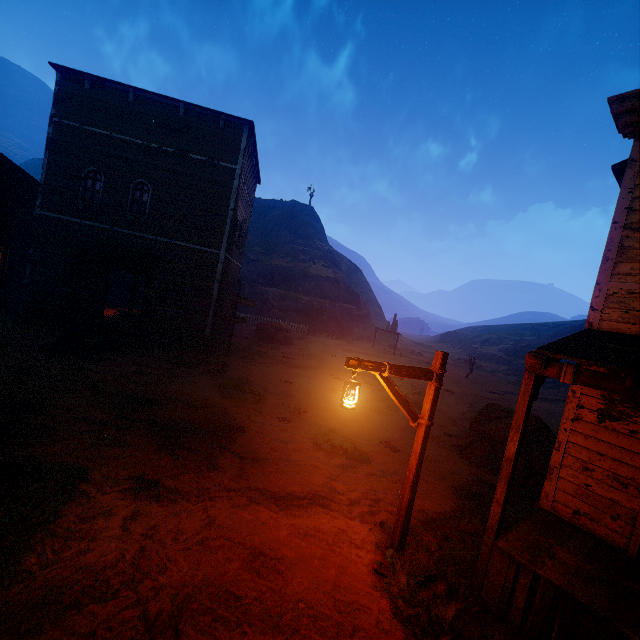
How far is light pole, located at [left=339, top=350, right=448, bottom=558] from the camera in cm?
458

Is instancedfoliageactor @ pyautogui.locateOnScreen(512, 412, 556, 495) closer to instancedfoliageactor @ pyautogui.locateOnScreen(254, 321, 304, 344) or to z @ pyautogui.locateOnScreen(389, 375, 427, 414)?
z @ pyautogui.locateOnScreen(389, 375, 427, 414)

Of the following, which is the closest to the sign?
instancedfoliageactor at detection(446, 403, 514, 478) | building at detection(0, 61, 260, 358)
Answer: building at detection(0, 61, 260, 358)

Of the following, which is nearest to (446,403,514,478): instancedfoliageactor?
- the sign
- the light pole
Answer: the light pole

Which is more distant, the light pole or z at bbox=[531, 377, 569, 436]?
z at bbox=[531, 377, 569, 436]

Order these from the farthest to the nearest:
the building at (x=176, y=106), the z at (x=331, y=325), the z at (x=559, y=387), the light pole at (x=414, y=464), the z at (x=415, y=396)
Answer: the z at (x=559, y=387) → the z at (x=415, y=396) → the building at (x=176, y=106) → the light pole at (x=414, y=464) → the z at (x=331, y=325)

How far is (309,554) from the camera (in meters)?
4.86

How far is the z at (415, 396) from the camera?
14.77m
